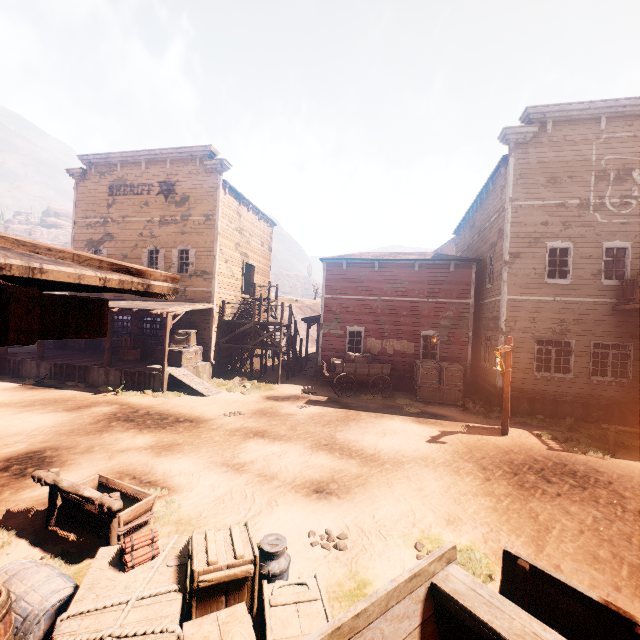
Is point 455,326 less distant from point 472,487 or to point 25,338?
point 472,487

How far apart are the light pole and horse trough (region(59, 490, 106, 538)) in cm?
940

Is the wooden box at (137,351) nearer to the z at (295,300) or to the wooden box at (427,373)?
the z at (295,300)

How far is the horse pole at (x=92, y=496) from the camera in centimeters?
452cm

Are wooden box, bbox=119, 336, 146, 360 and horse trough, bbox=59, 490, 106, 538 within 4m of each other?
no

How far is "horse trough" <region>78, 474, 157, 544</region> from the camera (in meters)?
4.92

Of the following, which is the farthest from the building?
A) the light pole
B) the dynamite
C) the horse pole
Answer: the light pole

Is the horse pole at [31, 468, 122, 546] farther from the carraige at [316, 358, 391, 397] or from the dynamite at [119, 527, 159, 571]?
the carraige at [316, 358, 391, 397]
